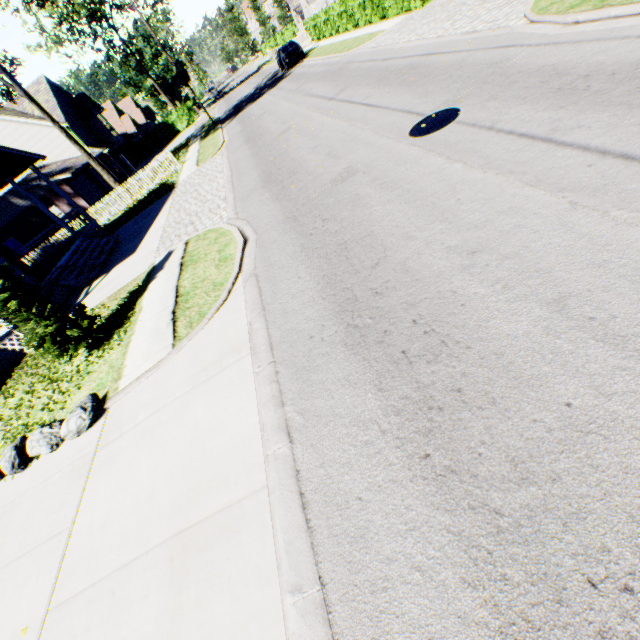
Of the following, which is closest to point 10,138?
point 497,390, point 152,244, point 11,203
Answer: point 11,203

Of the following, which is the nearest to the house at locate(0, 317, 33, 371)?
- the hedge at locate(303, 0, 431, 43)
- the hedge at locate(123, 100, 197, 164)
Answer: the hedge at locate(123, 100, 197, 164)

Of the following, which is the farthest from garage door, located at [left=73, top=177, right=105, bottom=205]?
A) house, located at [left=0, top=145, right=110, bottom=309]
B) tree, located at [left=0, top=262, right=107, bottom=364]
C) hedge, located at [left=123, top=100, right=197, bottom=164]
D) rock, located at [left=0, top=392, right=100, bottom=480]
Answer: rock, located at [left=0, top=392, right=100, bottom=480]

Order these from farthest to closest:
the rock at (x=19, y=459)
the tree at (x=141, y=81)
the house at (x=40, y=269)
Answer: the tree at (x=141, y=81) < the house at (x=40, y=269) < the rock at (x=19, y=459)

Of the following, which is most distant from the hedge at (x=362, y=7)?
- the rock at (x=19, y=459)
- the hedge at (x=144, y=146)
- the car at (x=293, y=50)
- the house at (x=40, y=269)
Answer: the rock at (x=19, y=459)

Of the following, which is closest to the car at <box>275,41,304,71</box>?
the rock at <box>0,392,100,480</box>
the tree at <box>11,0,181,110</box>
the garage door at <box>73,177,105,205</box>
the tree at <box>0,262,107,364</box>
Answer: the tree at <box>11,0,181,110</box>

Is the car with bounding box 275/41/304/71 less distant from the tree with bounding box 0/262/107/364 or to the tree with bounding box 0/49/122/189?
the tree with bounding box 0/49/122/189

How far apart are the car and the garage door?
20.9 meters
